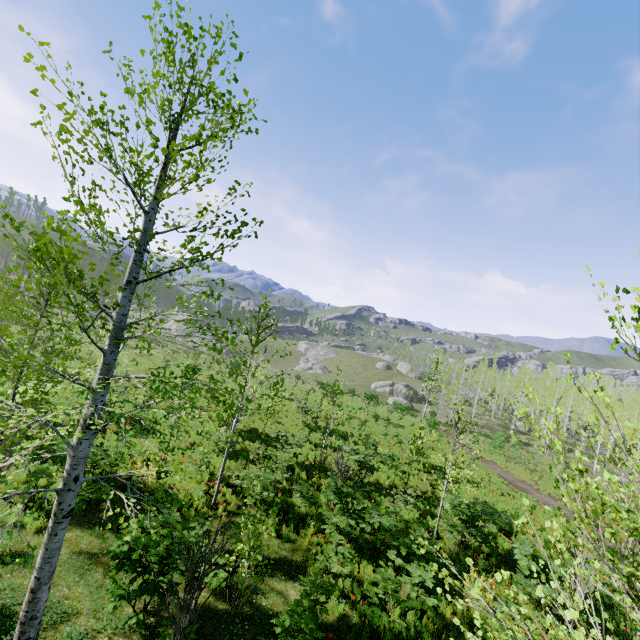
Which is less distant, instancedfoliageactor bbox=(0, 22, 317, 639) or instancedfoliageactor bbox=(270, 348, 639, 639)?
instancedfoliageactor bbox=(270, 348, 639, 639)

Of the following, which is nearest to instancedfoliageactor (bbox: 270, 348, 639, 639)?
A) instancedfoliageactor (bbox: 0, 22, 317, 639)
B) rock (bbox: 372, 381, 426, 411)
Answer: instancedfoliageactor (bbox: 0, 22, 317, 639)

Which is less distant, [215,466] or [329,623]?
[329,623]

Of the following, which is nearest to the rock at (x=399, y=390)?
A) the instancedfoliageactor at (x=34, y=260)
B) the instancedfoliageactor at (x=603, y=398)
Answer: the instancedfoliageactor at (x=603, y=398)

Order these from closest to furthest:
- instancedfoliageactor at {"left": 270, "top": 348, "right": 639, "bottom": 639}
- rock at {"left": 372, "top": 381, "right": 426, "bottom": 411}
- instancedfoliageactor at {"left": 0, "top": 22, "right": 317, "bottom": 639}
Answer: instancedfoliageactor at {"left": 270, "top": 348, "right": 639, "bottom": 639} → instancedfoliageactor at {"left": 0, "top": 22, "right": 317, "bottom": 639} → rock at {"left": 372, "top": 381, "right": 426, "bottom": 411}

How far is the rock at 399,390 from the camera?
52.56m

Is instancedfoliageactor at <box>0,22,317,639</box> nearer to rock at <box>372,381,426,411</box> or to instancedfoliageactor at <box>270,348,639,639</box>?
instancedfoliageactor at <box>270,348,639,639</box>
